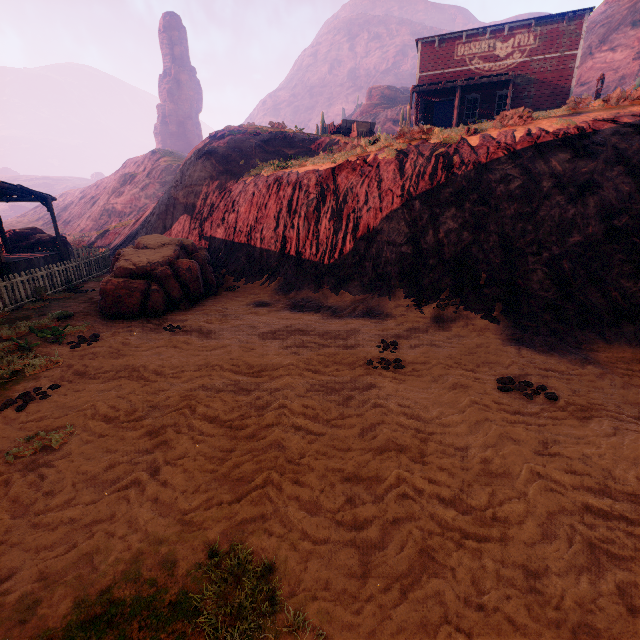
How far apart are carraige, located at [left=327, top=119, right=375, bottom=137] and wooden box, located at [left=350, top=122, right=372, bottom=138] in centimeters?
4cm

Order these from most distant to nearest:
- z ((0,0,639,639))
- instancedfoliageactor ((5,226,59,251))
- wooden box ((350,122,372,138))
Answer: wooden box ((350,122,372,138)), instancedfoliageactor ((5,226,59,251)), z ((0,0,639,639))

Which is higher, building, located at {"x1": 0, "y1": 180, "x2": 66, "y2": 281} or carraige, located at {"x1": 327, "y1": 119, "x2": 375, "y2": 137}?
carraige, located at {"x1": 327, "y1": 119, "x2": 375, "y2": 137}

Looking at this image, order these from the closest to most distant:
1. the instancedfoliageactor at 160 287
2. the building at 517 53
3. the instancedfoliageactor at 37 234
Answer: the instancedfoliageactor at 160 287 < the instancedfoliageactor at 37 234 < the building at 517 53

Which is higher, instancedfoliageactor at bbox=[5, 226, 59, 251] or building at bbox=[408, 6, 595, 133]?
building at bbox=[408, 6, 595, 133]

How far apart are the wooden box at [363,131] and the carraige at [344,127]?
0.04m

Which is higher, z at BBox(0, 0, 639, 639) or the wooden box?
the wooden box

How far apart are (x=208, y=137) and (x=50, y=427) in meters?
21.7
